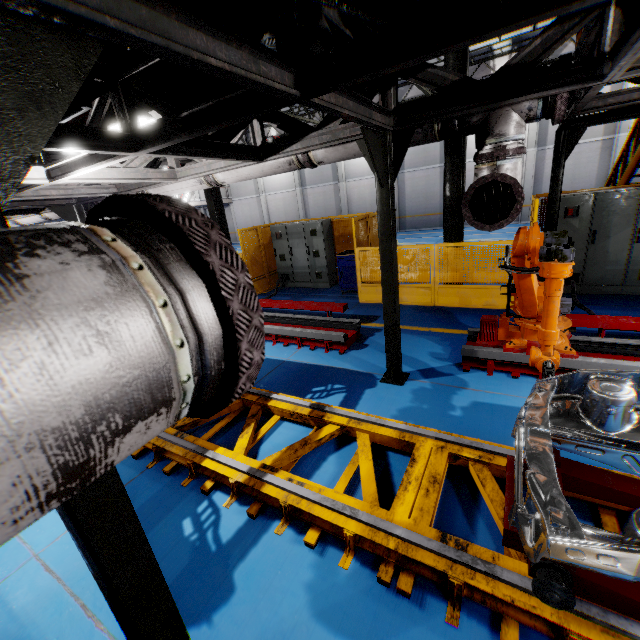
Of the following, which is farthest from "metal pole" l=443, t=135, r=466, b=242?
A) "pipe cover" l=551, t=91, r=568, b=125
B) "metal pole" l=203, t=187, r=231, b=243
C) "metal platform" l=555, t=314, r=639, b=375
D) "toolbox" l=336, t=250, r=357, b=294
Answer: "metal pole" l=203, t=187, r=231, b=243

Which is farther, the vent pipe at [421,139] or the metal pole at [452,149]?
the metal pole at [452,149]

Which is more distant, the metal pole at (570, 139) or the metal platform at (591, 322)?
the metal pole at (570, 139)

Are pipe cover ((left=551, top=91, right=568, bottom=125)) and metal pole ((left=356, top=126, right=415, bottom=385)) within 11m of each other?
yes

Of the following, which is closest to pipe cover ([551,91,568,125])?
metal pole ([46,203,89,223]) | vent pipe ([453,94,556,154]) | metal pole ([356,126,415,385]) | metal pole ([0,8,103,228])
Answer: vent pipe ([453,94,556,154])

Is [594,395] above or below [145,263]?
below

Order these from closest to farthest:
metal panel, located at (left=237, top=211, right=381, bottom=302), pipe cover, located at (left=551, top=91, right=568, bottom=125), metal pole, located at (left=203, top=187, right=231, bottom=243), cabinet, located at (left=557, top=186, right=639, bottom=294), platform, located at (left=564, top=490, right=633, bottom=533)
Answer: platform, located at (left=564, top=490, right=633, bottom=533)
pipe cover, located at (left=551, top=91, right=568, bottom=125)
cabinet, located at (left=557, top=186, right=639, bottom=294)
metal panel, located at (left=237, top=211, right=381, bottom=302)
metal pole, located at (left=203, top=187, right=231, bottom=243)

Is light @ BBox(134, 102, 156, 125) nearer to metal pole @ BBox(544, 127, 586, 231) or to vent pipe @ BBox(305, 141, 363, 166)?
vent pipe @ BBox(305, 141, 363, 166)
